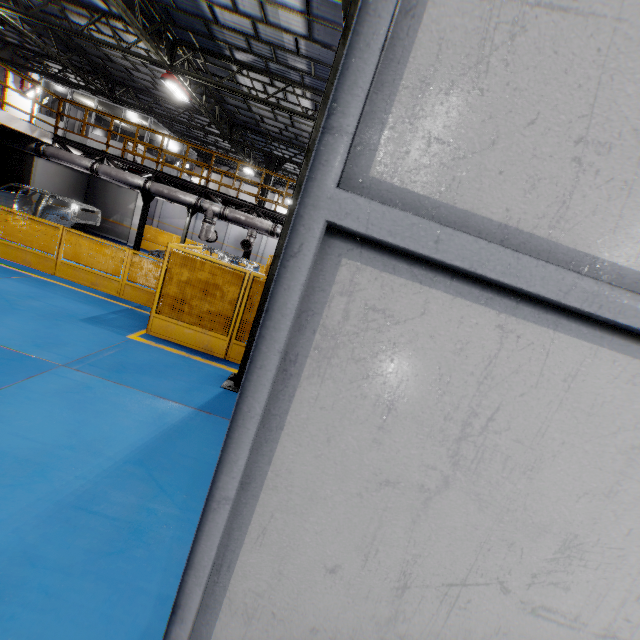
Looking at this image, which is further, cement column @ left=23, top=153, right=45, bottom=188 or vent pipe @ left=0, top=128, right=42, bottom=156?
cement column @ left=23, top=153, right=45, bottom=188

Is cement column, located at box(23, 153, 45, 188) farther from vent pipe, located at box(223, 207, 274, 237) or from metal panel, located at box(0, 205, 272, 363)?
vent pipe, located at box(223, 207, 274, 237)

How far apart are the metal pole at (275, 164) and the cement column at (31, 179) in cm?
1048

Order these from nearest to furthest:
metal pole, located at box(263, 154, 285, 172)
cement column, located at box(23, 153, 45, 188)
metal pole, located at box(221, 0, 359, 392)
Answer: metal pole, located at box(221, 0, 359, 392)
cement column, located at box(23, 153, 45, 188)
metal pole, located at box(263, 154, 285, 172)

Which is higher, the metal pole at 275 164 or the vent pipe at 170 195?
the metal pole at 275 164

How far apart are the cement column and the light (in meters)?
7.83

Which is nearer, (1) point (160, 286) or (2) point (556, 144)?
(2) point (556, 144)

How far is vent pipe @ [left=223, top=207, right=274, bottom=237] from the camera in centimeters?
1198cm
